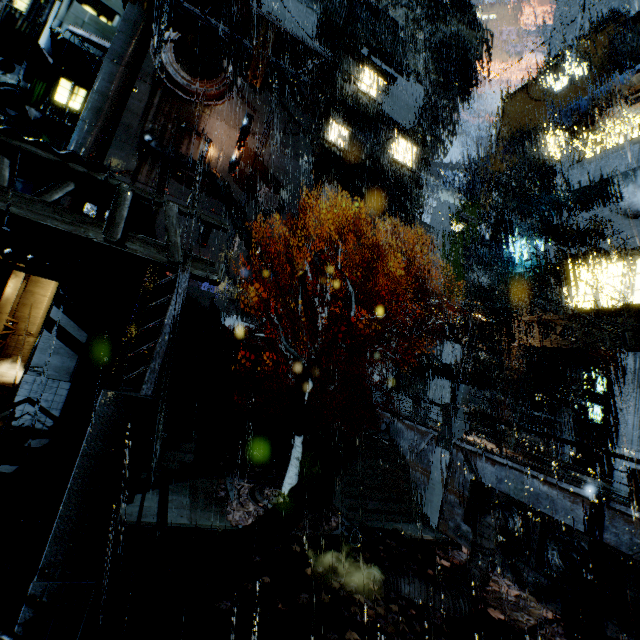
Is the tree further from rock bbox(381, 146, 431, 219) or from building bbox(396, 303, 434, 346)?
rock bbox(381, 146, 431, 219)

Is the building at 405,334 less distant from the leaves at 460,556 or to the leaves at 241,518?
the leaves at 460,556

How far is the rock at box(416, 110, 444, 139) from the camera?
53.2 meters

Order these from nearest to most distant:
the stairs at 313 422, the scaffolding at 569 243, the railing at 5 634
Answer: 1. the railing at 5 634
2. the scaffolding at 569 243
3. the stairs at 313 422

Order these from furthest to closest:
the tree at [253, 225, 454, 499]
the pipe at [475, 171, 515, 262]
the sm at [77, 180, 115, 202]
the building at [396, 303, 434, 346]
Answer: the pipe at [475, 171, 515, 262]
the building at [396, 303, 434, 346]
the tree at [253, 225, 454, 499]
the sm at [77, 180, 115, 202]

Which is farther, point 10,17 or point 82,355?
point 10,17

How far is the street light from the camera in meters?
16.9

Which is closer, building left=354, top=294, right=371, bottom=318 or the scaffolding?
the scaffolding
